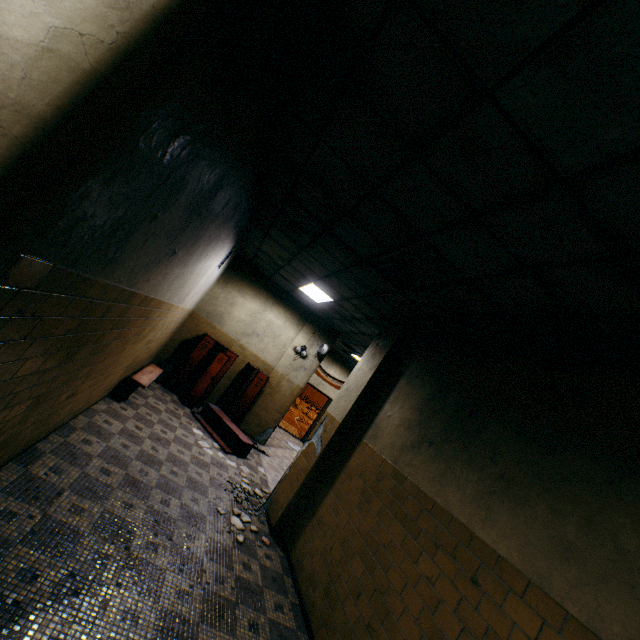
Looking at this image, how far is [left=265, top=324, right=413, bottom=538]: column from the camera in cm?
511

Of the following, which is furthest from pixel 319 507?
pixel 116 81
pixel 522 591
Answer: pixel 116 81

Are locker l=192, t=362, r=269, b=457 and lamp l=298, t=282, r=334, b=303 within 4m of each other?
yes

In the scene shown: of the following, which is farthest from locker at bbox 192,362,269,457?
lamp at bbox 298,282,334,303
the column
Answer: → lamp at bbox 298,282,334,303

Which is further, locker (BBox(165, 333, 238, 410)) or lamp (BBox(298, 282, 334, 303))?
locker (BBox(165, 333, 238, 410))

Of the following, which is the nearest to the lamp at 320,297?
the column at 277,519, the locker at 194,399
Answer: the column at 277,519

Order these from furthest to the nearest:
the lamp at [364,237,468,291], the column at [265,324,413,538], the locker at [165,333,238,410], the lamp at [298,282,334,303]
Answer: the locker at [165,333,238,410] → the lamp at [298,282,334,303] → the column at [265,324,413,538] → the lamp at [364,237,468,291]

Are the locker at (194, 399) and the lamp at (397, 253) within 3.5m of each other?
no
